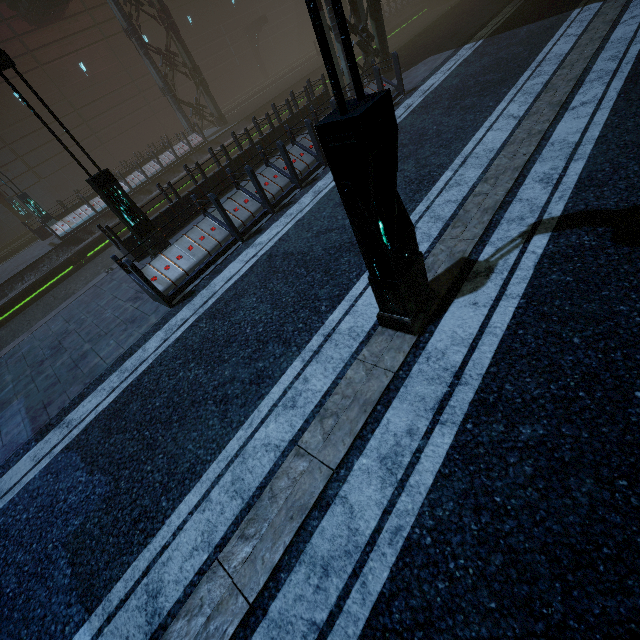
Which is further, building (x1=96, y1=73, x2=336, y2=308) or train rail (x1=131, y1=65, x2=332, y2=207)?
train rail (x1=131, y1=65, x2=332, y2=207)

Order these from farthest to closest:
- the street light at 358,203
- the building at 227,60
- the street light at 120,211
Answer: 1. the building at 227,60
2. the street light at 120,211
3. the street light at 358,203

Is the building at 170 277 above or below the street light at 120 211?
below

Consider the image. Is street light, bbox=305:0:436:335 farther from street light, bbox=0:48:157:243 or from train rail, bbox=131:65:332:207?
train rail, bbox=131:65:332:207

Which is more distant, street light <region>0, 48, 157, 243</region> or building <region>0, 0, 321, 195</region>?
building <region>0, 0, 321, 195</region>

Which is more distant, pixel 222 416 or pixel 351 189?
pixel 222 416

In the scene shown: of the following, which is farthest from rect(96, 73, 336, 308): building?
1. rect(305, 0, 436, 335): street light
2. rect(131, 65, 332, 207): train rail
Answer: rect(305, 0, 436, 335): street light
